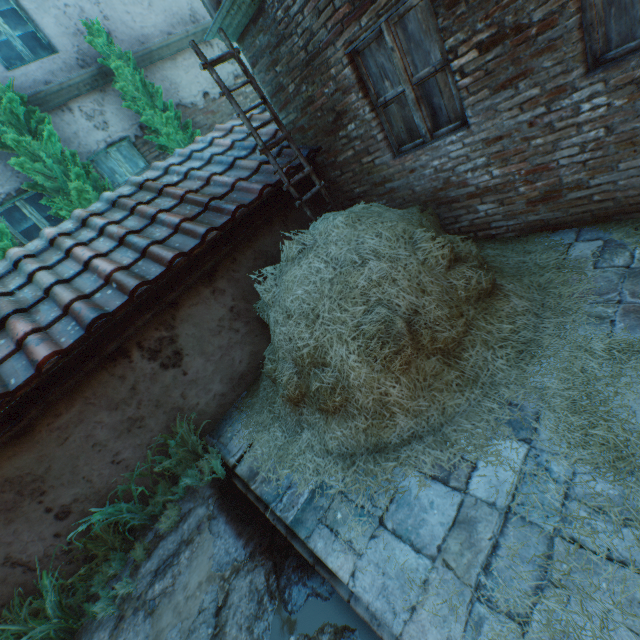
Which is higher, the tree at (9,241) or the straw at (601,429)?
the tree at (9,241)

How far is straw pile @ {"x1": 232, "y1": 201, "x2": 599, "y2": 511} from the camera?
2.6m

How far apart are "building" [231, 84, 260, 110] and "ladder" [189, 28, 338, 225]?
4.4m

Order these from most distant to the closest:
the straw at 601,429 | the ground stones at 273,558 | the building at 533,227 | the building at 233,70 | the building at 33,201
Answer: the building at 233,70 < the building at 33,201 < the building at 533,227 < the ground stones at 273,558 < the straw at 601,429

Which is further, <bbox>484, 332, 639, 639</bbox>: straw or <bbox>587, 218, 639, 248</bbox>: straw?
<bbox>587, 218, 639, 248</bbox>: straw

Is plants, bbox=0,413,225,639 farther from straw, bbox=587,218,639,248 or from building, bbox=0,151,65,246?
building, bbox=0,151,65,246

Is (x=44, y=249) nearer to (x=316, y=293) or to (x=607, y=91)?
(x=316, y=293)

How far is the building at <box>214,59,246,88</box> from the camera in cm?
821
